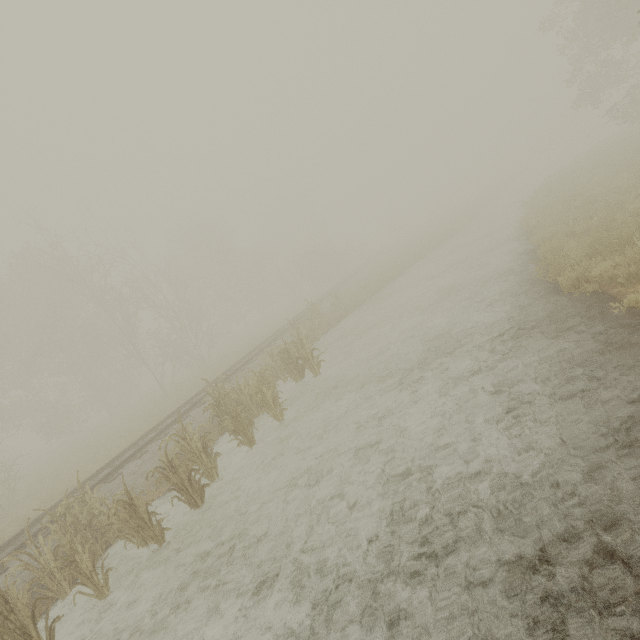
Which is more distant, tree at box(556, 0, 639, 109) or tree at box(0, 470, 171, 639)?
tree at box(556, 0, 639, 109)

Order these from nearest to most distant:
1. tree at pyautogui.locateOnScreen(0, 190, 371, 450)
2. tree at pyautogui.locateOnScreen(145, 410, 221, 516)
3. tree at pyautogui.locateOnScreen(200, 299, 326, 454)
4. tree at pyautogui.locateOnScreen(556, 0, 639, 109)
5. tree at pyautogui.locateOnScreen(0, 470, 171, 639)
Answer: tree at pyautogui.locateOnScreen(0, 470, 171, 639) → tree at pyautogui.locateOnScreen(145, 410, 221, 516) → tree at pyautogui.locateOnScreen(200, 299, 326, 454) → tree at pyautogui.locateOnScreen(556, 0, 639, 109) → tree at pyautogui.locateOnScreen(0, 190, 371, 450)

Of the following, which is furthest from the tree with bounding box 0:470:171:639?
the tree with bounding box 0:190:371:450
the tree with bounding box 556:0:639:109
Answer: the tree with bounding box 0:190:371:450

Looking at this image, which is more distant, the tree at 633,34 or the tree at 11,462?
the tree at 633,34

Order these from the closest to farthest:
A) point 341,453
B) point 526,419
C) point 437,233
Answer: point 526,419, point 341,453, point 437,233

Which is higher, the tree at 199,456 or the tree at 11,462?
the tree at 11,462

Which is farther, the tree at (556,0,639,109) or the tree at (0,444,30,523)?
the tree at (556,0,639,109)
